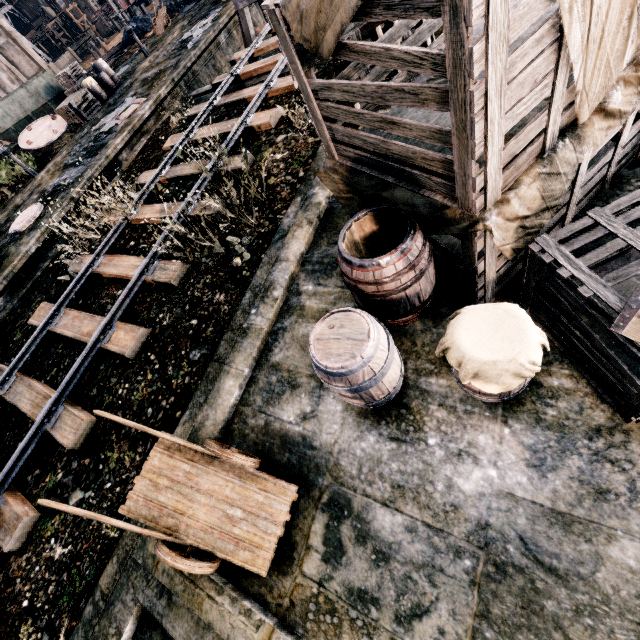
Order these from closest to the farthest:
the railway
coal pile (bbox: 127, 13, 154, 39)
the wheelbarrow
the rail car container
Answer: the wheelbarrow
the railway
the rail car container
coal pile (bbox: 127, 13, 154, 39)

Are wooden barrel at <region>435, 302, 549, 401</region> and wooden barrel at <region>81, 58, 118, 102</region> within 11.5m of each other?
no

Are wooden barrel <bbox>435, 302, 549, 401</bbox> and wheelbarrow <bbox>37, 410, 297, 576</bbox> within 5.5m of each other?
yes

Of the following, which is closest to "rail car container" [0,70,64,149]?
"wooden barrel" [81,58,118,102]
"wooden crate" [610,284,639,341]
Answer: "wooden barrel" [81,58,118,102]

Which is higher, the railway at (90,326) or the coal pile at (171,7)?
the coal pile at (171,7)

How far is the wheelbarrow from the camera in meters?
3.7 m

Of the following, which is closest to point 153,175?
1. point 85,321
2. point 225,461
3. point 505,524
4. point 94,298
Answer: point 94,298

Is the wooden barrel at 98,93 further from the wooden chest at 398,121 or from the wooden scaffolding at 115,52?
the wooden chest at 398,121
